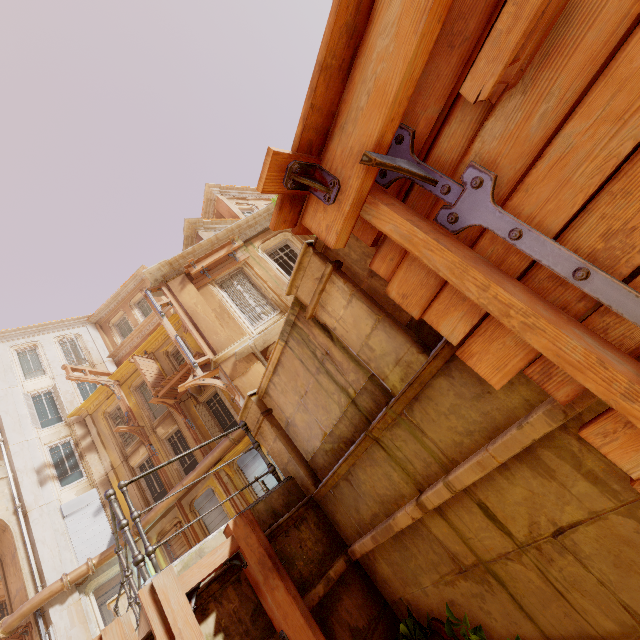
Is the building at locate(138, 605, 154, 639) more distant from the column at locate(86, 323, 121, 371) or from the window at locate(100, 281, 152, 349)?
the window at locate(100, 281, 152, 349)

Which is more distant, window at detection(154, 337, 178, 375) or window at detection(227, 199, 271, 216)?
window at detection(227, 199, 271, 216)

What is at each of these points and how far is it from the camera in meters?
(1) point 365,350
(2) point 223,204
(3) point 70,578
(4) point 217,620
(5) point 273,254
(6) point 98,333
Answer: (1) column, 2.8
(2) column, 19.1
(3) pipe, 13.8
(4) building, 2.8
(5) window, 12.9
(6) column, 23.8

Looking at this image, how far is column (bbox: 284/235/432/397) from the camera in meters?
2.5 m

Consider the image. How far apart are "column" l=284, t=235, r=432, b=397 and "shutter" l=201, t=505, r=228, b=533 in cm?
1567

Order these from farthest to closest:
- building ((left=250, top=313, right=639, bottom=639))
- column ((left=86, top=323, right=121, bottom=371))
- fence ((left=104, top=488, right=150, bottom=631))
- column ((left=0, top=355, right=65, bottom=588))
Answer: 1. column ((left=86, top=323, right=121, bottom=371))
2. column ((left=0, top=355, right=65, bottom=588))
3. fence ((left=104, top=488, right=150, bottom=631))
4. building ((left=250, top=313, right=639, bottom=639))

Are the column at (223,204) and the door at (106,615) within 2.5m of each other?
no

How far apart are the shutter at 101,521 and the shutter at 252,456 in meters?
6.9 m
